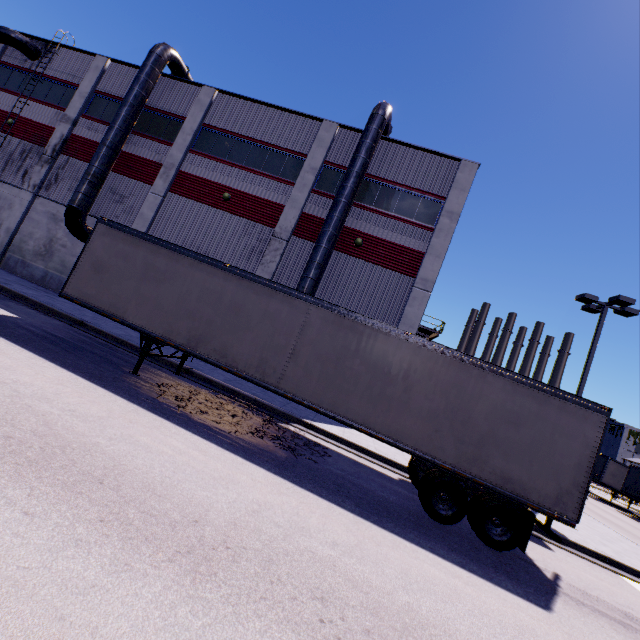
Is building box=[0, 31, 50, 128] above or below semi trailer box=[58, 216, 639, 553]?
above

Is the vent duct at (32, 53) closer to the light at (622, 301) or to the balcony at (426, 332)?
the light at (622, 301)

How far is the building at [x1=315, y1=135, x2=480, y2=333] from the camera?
16.4 meters

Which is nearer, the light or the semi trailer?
the semi trailer

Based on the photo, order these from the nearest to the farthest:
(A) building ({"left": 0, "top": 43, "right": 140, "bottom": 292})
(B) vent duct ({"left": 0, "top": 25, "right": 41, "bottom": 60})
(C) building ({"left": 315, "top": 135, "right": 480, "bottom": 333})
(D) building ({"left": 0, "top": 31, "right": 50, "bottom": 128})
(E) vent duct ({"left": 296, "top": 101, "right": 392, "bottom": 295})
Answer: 1. (E) vent duct ({"left": 296, "top": 101, "right": 392, "bottom": 295})
2. (C) building ({"left": 315, "top": 135, "right": 480, "bottom": 333})
3. (A) building ({"left": 0, "top": 43, "right": 140, "bottom": 292})
4. (B) vent duct ({"left": 0, "top": 25, "right": 41, "bottom": 60})
5. (D) building ({"left": 0, "top": 31, "right": 50, "bottom": 128})

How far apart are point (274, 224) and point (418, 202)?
7.9m

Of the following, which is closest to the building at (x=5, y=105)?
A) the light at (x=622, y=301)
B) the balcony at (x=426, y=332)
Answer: the balcony at (x=426, y=332)

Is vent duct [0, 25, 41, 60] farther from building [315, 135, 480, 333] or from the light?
the light
